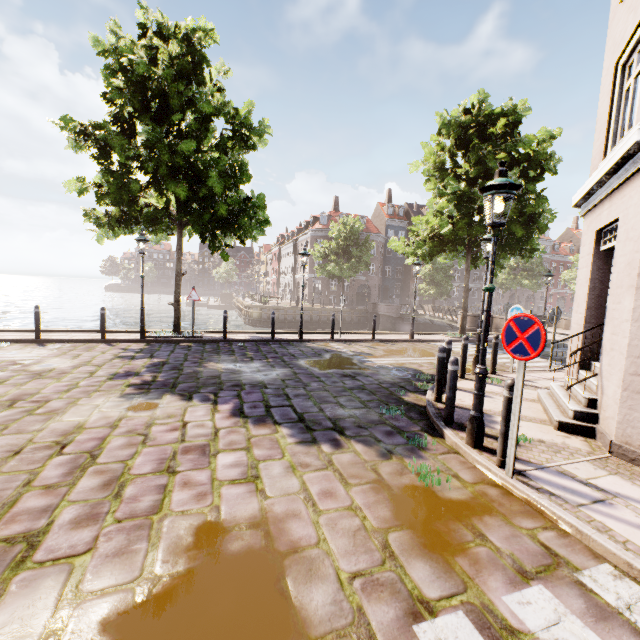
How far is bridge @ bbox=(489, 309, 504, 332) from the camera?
21.17m

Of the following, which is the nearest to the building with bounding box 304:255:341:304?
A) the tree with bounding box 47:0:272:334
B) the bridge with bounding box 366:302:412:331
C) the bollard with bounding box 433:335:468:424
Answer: the tree with bounding box 47:0:272:334

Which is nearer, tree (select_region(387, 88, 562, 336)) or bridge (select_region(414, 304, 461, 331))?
tree (select_region(387, 88, 562, 336))

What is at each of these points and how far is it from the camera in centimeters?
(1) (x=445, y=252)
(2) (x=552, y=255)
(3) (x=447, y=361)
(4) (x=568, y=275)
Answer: (1) tree, 1630cm
(2) building, 5978cm
(3) bollard, 741cm
(4) tree, 5106cm

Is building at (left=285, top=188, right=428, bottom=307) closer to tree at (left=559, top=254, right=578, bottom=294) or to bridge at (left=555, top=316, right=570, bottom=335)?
tree at (left=559, top=254, right=578, bottom=294)

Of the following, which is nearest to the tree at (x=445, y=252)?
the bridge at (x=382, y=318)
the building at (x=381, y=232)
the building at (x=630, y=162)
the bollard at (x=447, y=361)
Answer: the bridge at (x=382, y=318)

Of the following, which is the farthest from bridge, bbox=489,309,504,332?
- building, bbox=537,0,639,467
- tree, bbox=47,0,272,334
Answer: building, bbox=537,0,639,467

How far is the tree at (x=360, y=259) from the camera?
35.5 meters
